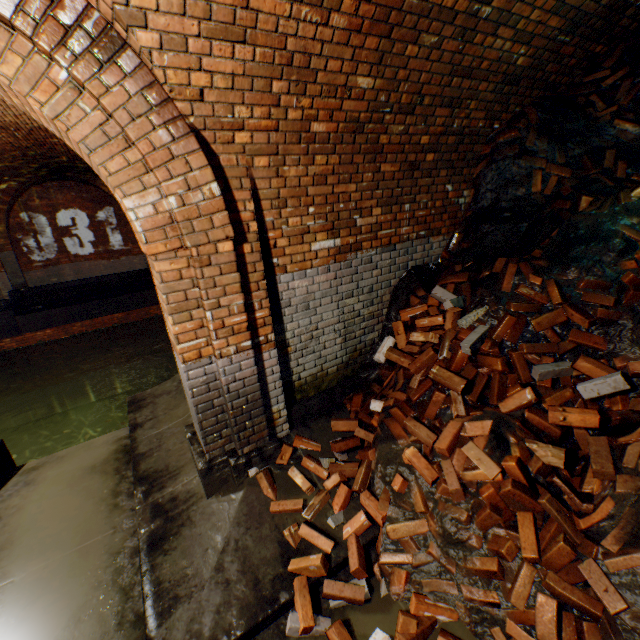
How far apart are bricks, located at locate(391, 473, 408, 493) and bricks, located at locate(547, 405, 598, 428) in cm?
132

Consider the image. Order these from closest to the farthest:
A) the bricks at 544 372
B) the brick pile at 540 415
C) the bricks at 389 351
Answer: the brick pile at 540 415
the bricks at 544 372
the bricks at 389 351

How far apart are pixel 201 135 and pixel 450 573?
3.81m

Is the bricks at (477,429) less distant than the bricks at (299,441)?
Yes

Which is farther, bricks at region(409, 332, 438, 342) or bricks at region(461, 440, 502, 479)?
bricks at region(409, 332, 438, 342)

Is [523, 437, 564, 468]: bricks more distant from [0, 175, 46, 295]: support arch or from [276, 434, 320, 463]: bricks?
[0, 175, 46, 295]: support arch

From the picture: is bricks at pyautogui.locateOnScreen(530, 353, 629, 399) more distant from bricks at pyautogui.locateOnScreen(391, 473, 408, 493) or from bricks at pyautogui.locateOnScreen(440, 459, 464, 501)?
bricks at pyautogui.locateOnScreen(391, 473, 408, 493)

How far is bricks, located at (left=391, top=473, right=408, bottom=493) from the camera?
2.8m
